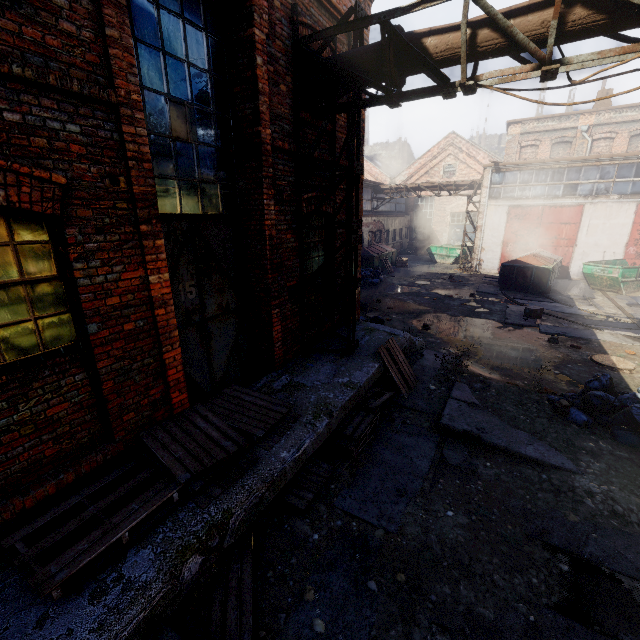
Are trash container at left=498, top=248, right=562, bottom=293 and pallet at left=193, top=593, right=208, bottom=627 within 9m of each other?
no

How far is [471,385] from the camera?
7.0m

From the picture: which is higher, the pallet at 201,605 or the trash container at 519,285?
the trash container at 519,285

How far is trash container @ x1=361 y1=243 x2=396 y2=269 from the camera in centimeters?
2084cm

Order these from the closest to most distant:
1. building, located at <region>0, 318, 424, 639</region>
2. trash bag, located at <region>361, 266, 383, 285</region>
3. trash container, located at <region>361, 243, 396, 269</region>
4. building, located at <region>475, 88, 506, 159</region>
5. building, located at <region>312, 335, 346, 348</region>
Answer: building, located at <region>0, 318, 424, 639</region>, building, located at <region>312, 335, 346, 348</region>, trash bag, located at <region>361, 266, 383, 285</region>, trash container, located at <region>361, 243, 396, 269</region>, building, located at <region>475, 88, 506, 159</region>

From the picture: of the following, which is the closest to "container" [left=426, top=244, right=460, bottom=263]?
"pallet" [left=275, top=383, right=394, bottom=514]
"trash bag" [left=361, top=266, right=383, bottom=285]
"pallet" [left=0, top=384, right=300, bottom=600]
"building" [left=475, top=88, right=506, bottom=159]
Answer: "trash bag" [left=361, top=266, right=383, bottom=285]

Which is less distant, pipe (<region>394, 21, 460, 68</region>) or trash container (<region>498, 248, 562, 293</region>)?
pipe (<region>394, 21, 460, 68</region>)

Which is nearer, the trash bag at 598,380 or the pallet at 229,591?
the pallet at 229,591
